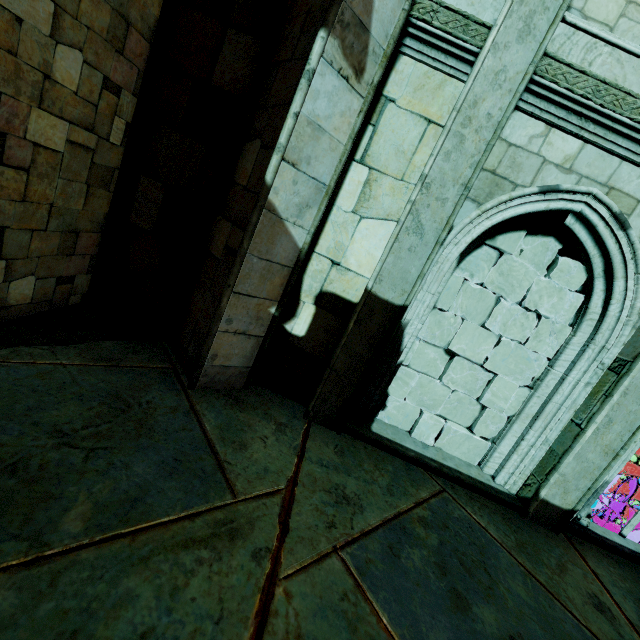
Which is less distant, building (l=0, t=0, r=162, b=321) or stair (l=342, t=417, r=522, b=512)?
building (l=0, t=0, r=162, b=321)

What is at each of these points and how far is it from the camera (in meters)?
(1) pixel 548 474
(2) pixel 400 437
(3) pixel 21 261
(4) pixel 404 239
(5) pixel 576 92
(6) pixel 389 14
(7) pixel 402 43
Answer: (1) stone column, 4.43
(2) stair, 4.95
(3) building, 3.46
(4) stone column, 3.87
(5) trim, 3.47
(6) building, 3.34
(7) trim, 3.66

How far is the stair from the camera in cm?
459

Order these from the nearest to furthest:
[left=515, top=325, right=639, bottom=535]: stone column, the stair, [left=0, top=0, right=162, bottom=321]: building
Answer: [left=0, top=0, right=162, bottom=321]: building < [left=515, top=325, right=639, bottom=535]: stone column < the stair

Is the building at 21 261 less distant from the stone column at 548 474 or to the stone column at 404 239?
the stone column at 404 239

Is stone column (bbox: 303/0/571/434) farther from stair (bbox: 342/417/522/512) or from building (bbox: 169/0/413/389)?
building (bbox: 169/0/413/389)

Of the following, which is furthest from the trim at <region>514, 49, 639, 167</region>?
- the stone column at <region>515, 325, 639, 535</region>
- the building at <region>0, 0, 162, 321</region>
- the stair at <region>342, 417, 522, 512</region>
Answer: the stair at <region>342, 417, 522, 512</region>

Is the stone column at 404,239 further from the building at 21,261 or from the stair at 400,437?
the building at 21,261
